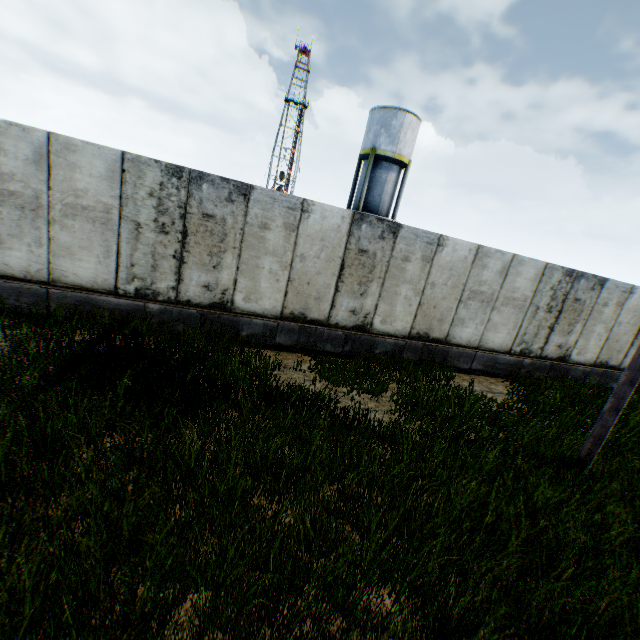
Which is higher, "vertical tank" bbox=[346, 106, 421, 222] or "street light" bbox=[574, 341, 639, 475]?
"vertical tank" bbox=[346, 106, 421, 222]

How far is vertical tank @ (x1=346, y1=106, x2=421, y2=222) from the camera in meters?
23.7

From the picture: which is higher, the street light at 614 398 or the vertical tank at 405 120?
the vertical tank at 405 120

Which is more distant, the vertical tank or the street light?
the vertical tank

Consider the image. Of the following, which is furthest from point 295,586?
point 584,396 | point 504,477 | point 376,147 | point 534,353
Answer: point 376,147

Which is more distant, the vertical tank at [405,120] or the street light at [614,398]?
the vertical tank at [405,120]
